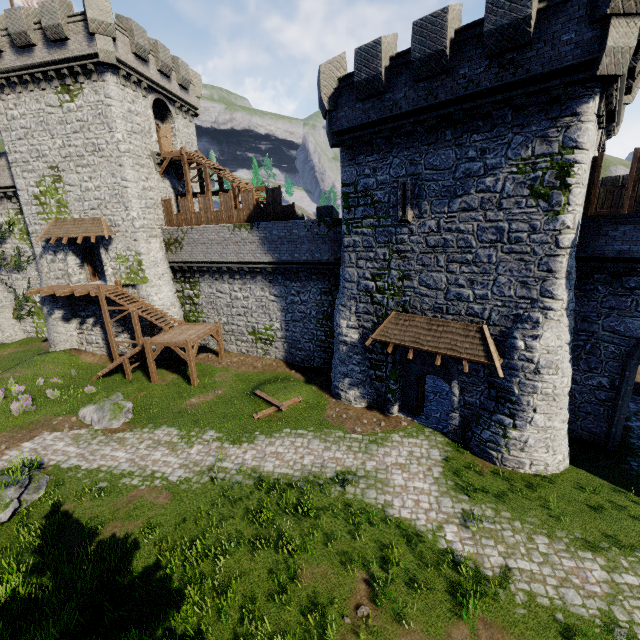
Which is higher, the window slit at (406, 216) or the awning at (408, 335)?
the window slit at (406, 216)

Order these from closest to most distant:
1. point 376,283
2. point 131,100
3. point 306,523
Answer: point 306,523 < point 376,283 < point 131,100

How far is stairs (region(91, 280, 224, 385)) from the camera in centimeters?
2072cm

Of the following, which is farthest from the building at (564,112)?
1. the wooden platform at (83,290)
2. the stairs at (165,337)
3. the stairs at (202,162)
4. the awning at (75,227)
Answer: the wooden platform at (83,290)

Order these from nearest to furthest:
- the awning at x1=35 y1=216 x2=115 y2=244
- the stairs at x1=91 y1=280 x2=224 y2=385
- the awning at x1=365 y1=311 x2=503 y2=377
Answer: the awning at x1=365 y1=311 x2=503 y2=377
the stairs at x1=91 y1=280 x2=224 y2=385
the awning at x1=35 y1=216 x2=115 y2=244

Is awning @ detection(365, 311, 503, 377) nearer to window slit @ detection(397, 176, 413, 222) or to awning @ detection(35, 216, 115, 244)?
window slit @ detection(397, 176, 413, 222)

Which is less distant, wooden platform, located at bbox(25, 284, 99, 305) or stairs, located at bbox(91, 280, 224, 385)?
stairs, located at bbox(91, 280, 224, 385)

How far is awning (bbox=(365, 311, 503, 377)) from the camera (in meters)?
13.08
